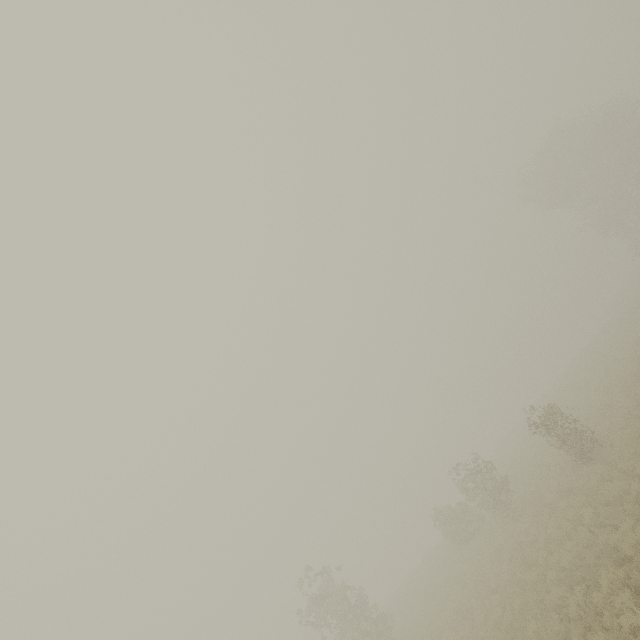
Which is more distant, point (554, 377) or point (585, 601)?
point (554, 377)
